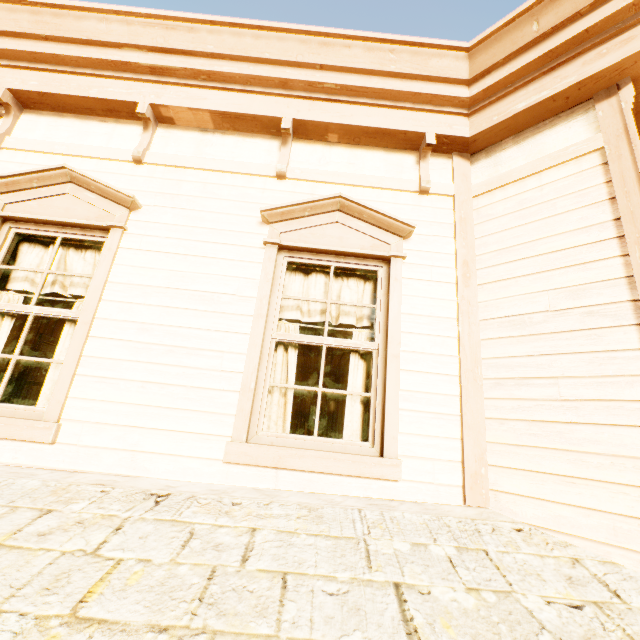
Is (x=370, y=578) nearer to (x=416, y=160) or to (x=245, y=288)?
(x=245, y=288)

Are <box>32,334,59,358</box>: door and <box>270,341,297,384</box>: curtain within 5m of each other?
no

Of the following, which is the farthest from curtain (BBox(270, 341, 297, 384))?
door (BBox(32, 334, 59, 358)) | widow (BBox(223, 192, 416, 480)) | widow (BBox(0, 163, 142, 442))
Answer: door (BBox(32, 334, 59, 358))

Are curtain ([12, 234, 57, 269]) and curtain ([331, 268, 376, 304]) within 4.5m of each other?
yes

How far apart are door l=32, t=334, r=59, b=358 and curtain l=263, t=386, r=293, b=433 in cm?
739

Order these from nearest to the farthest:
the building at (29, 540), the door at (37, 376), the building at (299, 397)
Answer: the building at (29, 540) → the door at (37, 376) → the building at (299, 397)

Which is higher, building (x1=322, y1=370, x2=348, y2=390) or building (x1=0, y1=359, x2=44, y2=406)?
building (x1=322, y1=370, x2=348, y2=390)

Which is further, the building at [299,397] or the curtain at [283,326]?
the building at [299,397]
